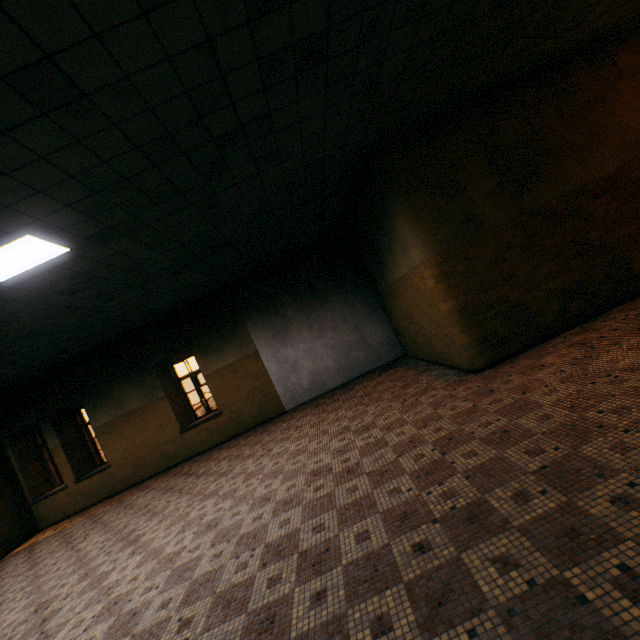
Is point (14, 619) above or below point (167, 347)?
below
